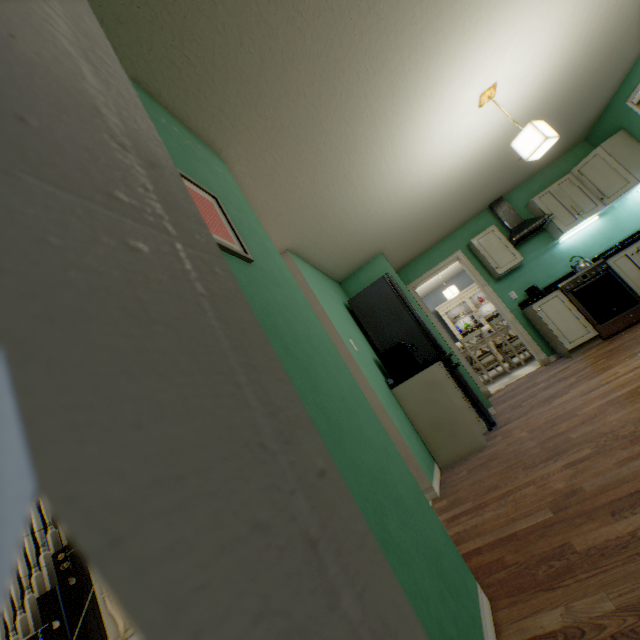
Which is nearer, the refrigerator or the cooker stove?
the refrigerator

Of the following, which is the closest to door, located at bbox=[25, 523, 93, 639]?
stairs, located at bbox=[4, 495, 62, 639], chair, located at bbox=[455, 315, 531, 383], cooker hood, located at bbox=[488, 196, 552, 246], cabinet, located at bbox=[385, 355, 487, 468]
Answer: stairs, located at bbox=[4, 495, 62, 639]

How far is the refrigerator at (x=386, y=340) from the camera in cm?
340

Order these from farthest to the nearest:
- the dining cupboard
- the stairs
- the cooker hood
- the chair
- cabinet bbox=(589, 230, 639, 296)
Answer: the dining cupboard < the chair < the cooker hood < cabinet bbox=(589, 230, 639, 296) < the stairs

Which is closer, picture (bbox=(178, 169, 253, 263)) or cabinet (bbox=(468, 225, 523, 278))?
picture (bbox=(178, 169, 253, 263))

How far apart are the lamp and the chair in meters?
3.9 m

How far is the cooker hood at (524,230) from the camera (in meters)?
4.59

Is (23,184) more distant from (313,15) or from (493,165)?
(493,165)
